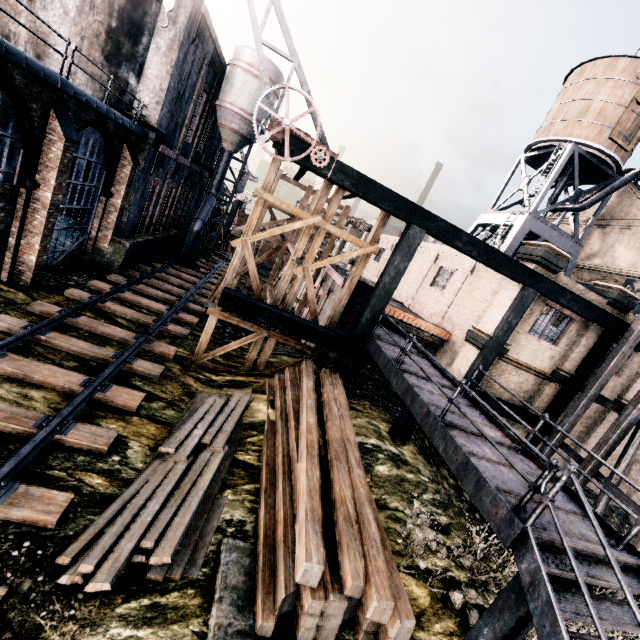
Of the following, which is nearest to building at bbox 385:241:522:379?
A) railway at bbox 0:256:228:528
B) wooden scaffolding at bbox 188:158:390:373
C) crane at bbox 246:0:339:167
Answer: wooden scaffolding at bbox 188:158:390:373

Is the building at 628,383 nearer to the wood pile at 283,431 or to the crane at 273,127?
the wood pile at 283,431

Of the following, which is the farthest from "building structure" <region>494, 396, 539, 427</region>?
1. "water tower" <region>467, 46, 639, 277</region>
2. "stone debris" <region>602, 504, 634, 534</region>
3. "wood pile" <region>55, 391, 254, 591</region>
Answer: "water tower" <region>467, 46, 639, 277</region>

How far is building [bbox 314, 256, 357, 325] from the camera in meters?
18.6

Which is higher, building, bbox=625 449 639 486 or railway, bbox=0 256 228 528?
building, bbox=625 449 639 486

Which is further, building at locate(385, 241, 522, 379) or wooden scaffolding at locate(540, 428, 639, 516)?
building at locate(385, 241, 522, 379)

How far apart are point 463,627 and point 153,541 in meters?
7.0

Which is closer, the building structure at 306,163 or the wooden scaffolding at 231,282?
the building structure at 306,163
